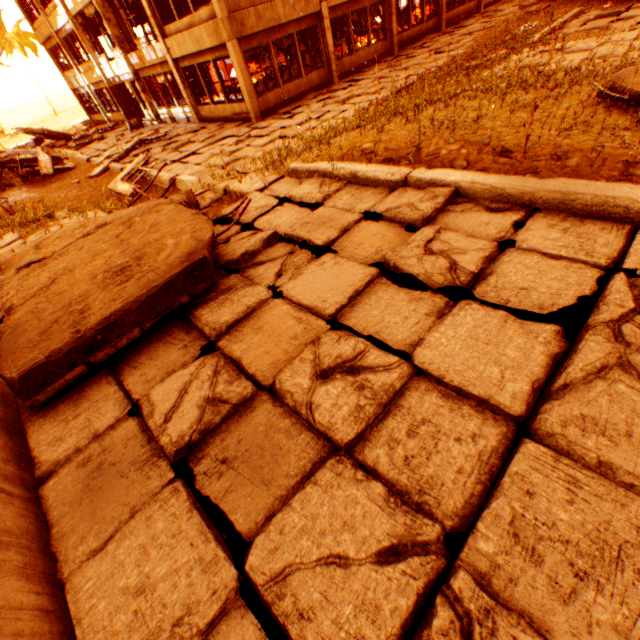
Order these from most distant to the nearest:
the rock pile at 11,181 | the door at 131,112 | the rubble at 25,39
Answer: the rubble at 25,39 → the door at 131,112 → the rock pile at 11,181

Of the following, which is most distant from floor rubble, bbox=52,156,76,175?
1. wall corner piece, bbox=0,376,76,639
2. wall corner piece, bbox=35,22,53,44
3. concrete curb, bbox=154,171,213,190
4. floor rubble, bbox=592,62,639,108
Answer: floor rubble, bbox=592,62,639,108

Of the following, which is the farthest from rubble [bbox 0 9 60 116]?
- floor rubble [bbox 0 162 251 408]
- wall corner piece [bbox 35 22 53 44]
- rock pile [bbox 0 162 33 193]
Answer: floor rubble [bbox 0 162 251 408]

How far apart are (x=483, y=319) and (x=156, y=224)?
4.1 meters

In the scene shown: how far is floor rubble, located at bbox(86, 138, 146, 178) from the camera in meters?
13.6 m

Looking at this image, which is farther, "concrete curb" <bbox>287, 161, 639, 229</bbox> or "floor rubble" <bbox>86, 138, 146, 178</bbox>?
"floor rubble" <bbox>86, 138, 146, 178</bbox>

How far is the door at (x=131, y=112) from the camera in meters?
20.1 m

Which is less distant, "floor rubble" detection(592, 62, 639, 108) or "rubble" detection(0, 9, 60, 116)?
"floor rubble" detection(592, 62, 639, 108)
